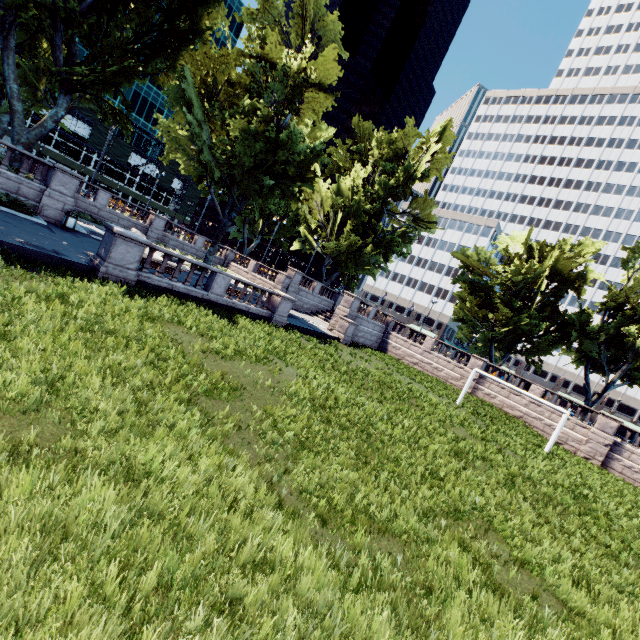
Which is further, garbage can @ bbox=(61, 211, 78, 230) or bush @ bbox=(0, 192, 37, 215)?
garbage can @ bbox=(61, 211, 78, 230)

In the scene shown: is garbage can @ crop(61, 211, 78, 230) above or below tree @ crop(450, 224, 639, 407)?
below

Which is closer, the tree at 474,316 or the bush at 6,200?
the bush at 6,200

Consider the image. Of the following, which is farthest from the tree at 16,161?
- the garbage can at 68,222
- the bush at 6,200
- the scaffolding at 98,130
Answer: the scaffolding at 98,130

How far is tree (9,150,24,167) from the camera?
19.20m

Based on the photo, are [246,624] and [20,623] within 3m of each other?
yes

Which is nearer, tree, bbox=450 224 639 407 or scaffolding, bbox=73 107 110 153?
tree, bbox=450 224 639 407

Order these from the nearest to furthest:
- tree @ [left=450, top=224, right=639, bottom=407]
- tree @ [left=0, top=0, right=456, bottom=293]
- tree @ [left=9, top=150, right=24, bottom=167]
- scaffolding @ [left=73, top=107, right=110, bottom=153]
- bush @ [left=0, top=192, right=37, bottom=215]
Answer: bush @ [left=0, top=192, right=37, bottom=215] < tree @ [left=0, top=0, right=456, bottom=293] < tree @ [left=9, top=150, right=24, bottom=167] < tree @ [left=450, top=224, right=639, bottom=407] < scaffolding @ [left=73, top=107, right=110, bottom=153]
